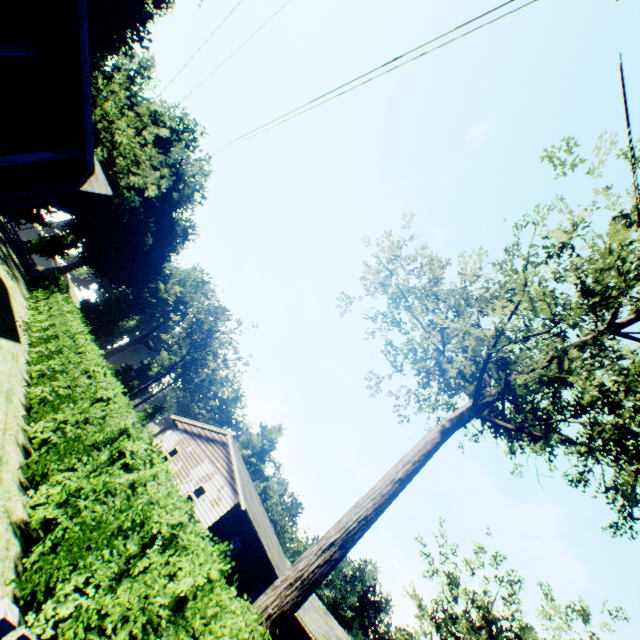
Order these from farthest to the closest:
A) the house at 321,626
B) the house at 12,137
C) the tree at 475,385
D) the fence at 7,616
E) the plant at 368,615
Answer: the plant at 368,615 → the house at 321,626 → the house at 12,137 → the tree at 475,385 → the fence at 7,616

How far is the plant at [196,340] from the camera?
52.1 meters

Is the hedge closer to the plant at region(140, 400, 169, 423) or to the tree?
the tree

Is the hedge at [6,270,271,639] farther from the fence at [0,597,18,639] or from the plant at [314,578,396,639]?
the plant at [314,578,396,639]

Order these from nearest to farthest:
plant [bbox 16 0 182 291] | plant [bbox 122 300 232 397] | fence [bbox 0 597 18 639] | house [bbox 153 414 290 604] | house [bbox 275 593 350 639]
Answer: fence [bbox 0 597 18 639] → house [bbox 153 414 290 604] → house [bbox 275 593 350 639] → plant [bbox 16 0 182 291] → plant [bbox 122 300 232 397]

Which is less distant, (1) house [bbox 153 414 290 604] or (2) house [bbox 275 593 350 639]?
(1) house [bbox 153 414 290 604]

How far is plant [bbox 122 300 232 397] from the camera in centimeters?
5209cm

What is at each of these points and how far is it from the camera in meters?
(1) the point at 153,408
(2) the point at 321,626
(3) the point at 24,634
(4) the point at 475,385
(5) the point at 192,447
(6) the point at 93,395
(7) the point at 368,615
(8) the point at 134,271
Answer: (1) plant, 58.3
(2) house, 21.8
(3) fence, 1.8
(4) tree, 13.2
(5) house, 23.3
(6) hedge, 9.0
(7) plant, 57.9
(8) plant, 56.6
